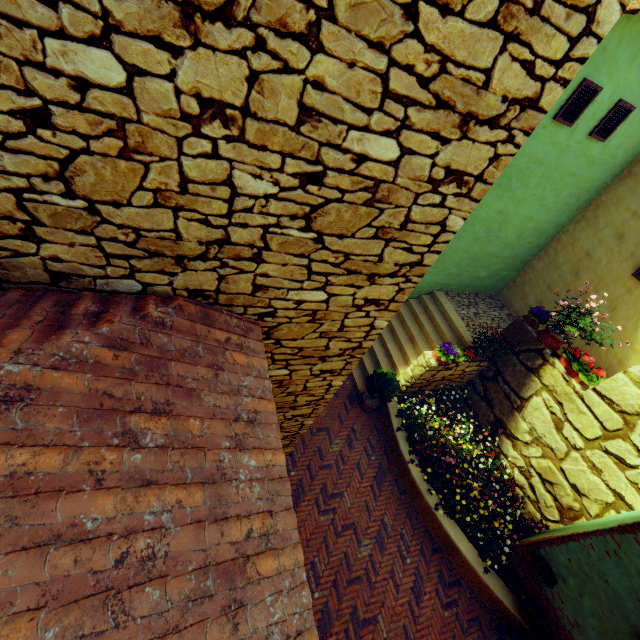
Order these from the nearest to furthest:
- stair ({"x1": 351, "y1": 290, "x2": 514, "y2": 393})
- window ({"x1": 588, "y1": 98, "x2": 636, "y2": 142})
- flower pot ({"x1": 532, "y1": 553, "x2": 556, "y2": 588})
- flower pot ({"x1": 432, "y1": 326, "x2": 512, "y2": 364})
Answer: flower pot ({"x1": 532, "y1": 553, "x2": 556, "y2": 588}) < window ({"x1": 588, "y1": 98, "x2": 636, "y2": 142}) < flower pot ({"x1": 432, "y1": 326, "x2": 512, "y2": 364}) < stair ({"x1": 351, "y1": 290, "x2": 514, "y2": 393})

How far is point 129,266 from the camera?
2.1 meters

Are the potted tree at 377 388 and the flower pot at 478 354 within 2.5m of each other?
yes

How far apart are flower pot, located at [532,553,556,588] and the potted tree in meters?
3.6 m

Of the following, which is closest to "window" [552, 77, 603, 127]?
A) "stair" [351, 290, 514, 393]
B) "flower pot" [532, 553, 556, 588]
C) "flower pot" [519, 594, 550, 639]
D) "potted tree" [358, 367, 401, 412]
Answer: "flower pot" [532, 553, 556, 588]

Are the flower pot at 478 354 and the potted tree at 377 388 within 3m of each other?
yes

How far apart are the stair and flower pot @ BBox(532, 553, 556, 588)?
4.1 meters

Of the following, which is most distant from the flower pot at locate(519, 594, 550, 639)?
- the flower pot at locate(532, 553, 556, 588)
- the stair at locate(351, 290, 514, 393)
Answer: the stair at locate(351, 290, 514, 393)
